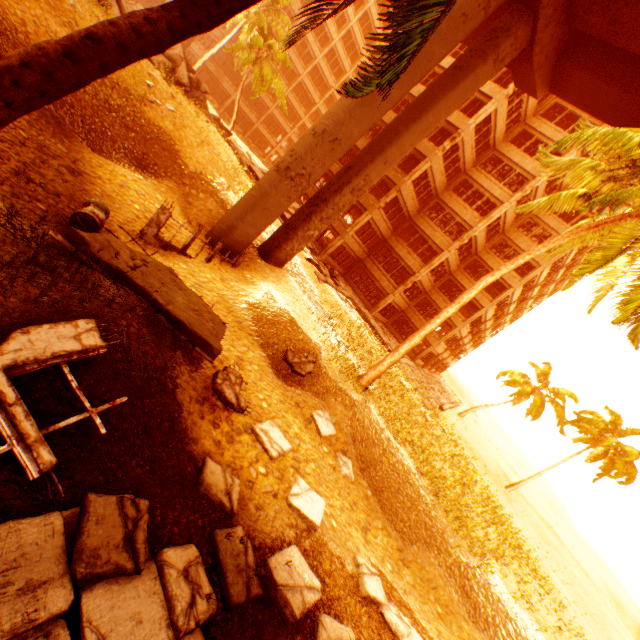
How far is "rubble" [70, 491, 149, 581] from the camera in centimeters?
296cm

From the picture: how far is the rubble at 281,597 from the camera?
4.7 meters

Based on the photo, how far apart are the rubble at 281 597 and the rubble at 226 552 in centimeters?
16cm

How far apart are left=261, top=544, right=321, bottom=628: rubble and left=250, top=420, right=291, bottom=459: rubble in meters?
1.9 m

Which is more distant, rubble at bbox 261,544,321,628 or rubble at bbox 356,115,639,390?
rubble at bbox 356,115,639,390

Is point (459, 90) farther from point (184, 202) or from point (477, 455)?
point (477, 455)

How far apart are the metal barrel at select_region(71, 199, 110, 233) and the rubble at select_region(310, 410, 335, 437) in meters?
7.6 m

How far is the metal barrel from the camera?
6.92m
